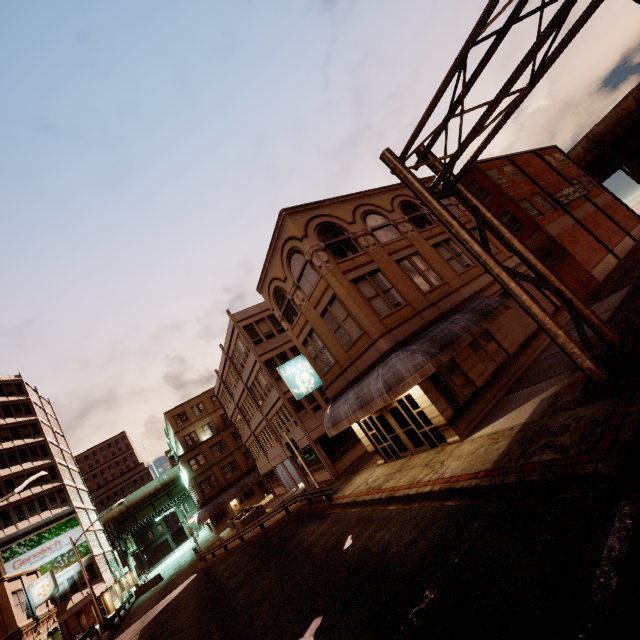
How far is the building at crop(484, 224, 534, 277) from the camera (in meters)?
21.17

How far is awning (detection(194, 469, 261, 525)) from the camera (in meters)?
42.28

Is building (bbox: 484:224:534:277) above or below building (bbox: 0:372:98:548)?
below

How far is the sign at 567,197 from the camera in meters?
30.0 m

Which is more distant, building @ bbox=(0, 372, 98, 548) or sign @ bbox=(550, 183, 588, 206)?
building @ bbox=(0, 372, 98, 548)

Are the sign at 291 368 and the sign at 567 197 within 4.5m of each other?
no

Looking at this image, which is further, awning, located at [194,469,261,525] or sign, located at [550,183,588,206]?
awning, located at [194,469,261,525]

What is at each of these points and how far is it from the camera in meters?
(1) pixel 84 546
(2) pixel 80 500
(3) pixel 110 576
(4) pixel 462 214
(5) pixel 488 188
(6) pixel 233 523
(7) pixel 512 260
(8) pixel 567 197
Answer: (1) sign, 44.6
(2) building, 52.5
(3) building, 48.0
(4) building, 22.6
(5) building, 28.2
(6) planter, 36.0
(7) building, 21.5
(8) sign, 31.0
